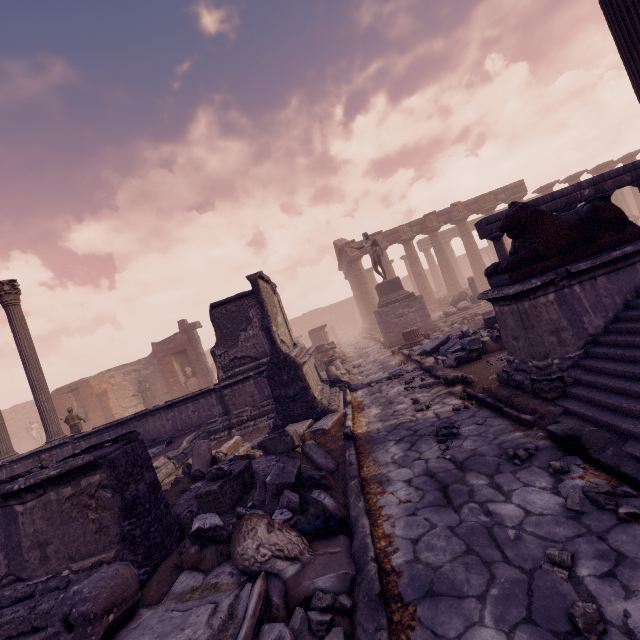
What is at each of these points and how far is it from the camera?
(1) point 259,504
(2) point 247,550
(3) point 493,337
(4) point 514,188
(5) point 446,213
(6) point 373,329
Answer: (1) debris pile, 3.9 meters
(2) sculpture, 2.7 meters
(3) debris pile, 8.2 meters
(4) entablature, 24.9 meters
(5) entablature, 25.2 meters
(6) building base, 25.1 meters

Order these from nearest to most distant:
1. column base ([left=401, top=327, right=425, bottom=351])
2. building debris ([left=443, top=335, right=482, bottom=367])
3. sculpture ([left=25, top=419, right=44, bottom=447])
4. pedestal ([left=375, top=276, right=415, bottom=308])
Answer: building debris ([left=443, top=335, right=482, bottom=367]), column base ([left=401, top=327, right=425, bottom=351]), pedestal ([left=375, top=276, right=415, bottom=308]), sculpture ([left=25, top=419, right=44, bottom=447])

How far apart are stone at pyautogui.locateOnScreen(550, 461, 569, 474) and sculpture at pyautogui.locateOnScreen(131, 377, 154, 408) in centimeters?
2019cm

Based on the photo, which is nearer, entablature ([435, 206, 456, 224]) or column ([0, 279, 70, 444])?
column ([0, 279, 70, 444])

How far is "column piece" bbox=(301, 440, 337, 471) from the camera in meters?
5.1

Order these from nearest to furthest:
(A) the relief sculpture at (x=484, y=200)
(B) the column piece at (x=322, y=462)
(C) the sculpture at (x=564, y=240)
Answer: (C) the sculpture at (x=564, y=240)
(B) the column piece at (x=322, y=462)
(A) the relief sculpture at (x=484, y=200)

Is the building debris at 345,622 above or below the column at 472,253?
below

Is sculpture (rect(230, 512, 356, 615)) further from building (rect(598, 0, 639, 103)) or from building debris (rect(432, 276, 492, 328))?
building debris (rect(432, 276, 492, 328))
